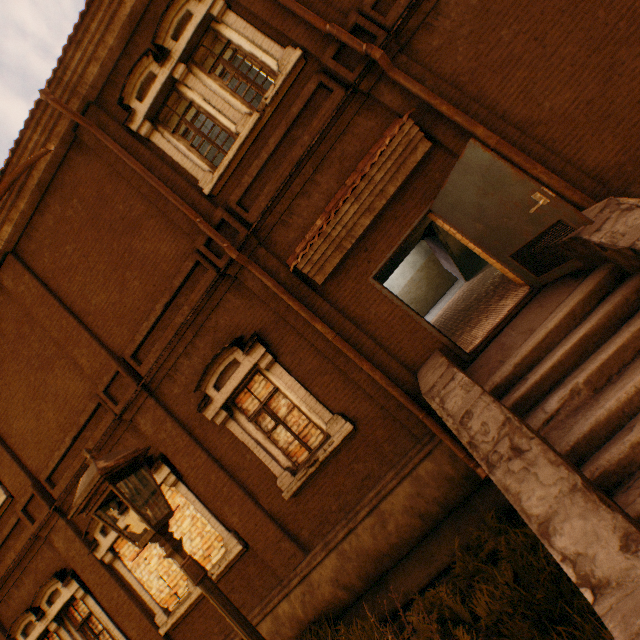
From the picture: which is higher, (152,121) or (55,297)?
(152,121)

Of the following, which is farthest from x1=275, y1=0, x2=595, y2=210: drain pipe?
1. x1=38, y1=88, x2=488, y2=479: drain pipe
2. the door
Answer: x1=38, y1=88, x2=488, y2=479: drain pipe

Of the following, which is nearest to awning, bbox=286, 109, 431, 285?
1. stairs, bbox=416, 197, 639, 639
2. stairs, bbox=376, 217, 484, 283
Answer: stairs, bbox=376, 217, 484, 283

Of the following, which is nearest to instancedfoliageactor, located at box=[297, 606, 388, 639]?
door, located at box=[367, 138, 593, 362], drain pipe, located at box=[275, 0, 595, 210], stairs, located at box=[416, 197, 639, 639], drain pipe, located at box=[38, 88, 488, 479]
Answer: stairs, located at box=[416, 197, 639, 639]

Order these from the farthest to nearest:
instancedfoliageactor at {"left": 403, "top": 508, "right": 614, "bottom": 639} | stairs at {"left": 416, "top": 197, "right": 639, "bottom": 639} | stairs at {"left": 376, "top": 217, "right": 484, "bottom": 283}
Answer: stairs at {"left": 376, "top": 217, "right": 484, "bottom": 283} < instancedfoliageactor at {"left": 403, "top": 508, "right": 614, "bottom": 639} < stairs at {"left": 416, "top": 197, "right": 639, "bottom": 639}

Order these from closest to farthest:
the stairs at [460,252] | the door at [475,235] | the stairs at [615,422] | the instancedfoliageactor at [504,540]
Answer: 1. the stairs at [615,422]
2. the instancedfoliageactor at [504,540]
3. the door at [475,235]
4. the stairs at [460,252]

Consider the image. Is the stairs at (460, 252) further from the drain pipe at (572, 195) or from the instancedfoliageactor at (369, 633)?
the instancedfoliageactor at (369, 633)

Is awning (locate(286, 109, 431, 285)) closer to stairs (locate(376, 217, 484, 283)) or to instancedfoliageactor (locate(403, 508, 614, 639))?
stairs (locate(376, 217, 484, 283))
